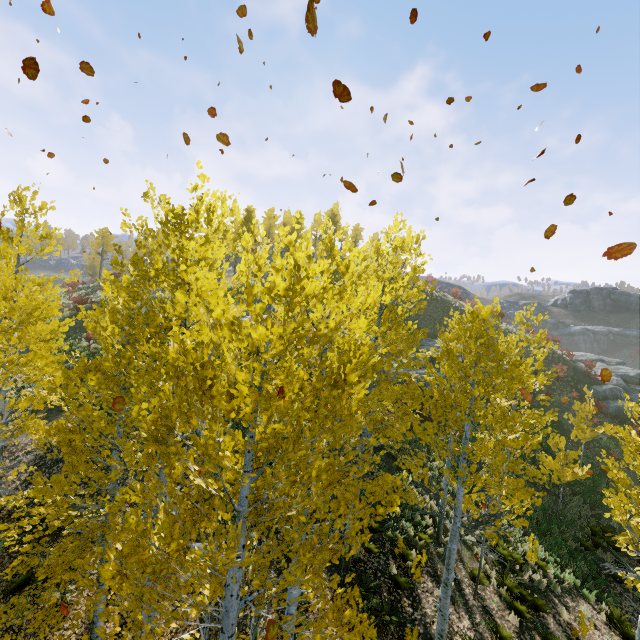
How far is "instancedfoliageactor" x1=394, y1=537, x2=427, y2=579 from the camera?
10.03m

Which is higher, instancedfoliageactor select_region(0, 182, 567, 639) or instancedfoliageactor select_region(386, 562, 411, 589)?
instancedfoliageactor select_region(0, 182, 567, 639)

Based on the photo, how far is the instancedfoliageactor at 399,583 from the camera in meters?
9.8

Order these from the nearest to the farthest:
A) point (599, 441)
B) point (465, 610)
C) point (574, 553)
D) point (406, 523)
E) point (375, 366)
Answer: point (375, 366) < point (465, 610) < point (406, 523) < point (574, 553) < point (599, 441)

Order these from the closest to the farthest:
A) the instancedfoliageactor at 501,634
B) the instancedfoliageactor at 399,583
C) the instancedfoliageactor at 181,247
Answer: the instancedfoliageactor at 181,247
the instancedfoliageactor at 501,634
the instancedfoliageactor at 399,583

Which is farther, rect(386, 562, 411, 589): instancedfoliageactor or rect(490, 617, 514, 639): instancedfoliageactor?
rect(386, 562, 411, 589): instancedfoliageactor

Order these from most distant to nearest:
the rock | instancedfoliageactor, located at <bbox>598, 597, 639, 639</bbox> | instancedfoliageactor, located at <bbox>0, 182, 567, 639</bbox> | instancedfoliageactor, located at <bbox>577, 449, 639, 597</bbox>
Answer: the rock → instancedfoliageactor, located at <bbox>598, 597, 639, 639</bbox> → instancedfoliageactor, located at <bbox>577, 449, 639, 597</bbox> → instancedfoliageactor, located at <bbox>0, 182, 567, 639</bbox>
